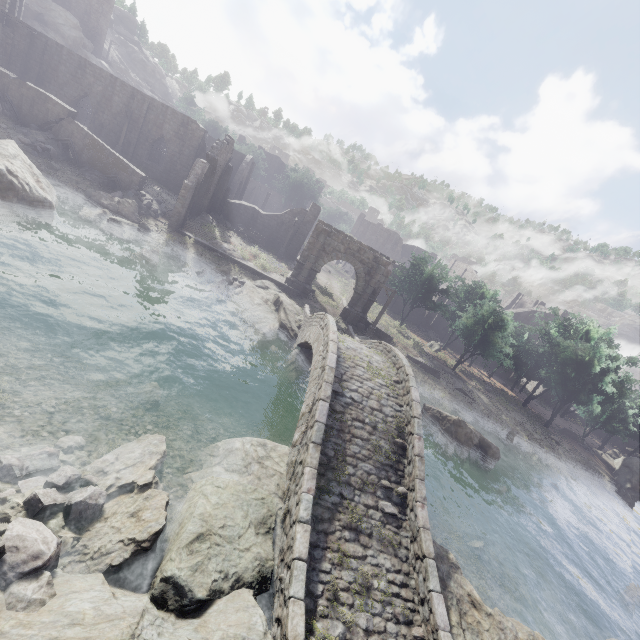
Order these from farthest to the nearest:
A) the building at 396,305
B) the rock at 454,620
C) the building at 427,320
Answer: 1. the building at 427,320
2. the building at 396,305
3. the rock at 454,620

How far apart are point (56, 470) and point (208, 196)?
27.9m

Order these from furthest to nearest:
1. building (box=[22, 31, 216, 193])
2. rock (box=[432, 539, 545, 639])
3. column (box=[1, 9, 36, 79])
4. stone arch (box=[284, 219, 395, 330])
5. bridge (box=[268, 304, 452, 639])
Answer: building (box=[22, 31, 216, 193])
column (box=[1, 9, 36, 79])
stone arch (box=[284, 219, 395, 330])
rock (box=[432, 539, 545, 639])
bridge (box=[268, 304, 452, 639])

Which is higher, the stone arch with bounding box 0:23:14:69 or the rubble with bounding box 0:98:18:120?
the stone arch with bounding box 0:23:14:69

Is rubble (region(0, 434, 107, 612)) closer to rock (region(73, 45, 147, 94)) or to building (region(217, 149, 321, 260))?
building (region(217, 149, 321, 260))

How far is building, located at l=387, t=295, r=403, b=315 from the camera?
45.8m

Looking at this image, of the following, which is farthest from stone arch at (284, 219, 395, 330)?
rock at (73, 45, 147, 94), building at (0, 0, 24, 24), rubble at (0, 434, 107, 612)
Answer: rock at (73, 45, 147, 94)

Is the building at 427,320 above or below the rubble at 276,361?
above
